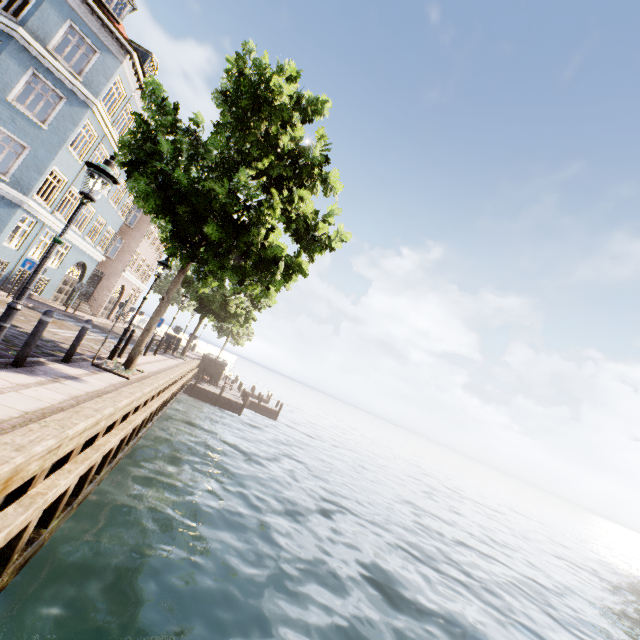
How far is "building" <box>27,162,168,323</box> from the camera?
20.1 meters

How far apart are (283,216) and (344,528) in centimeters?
1131cm

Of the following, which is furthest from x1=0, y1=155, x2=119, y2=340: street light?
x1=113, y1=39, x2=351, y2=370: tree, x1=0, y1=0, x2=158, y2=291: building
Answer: x1=0, y1=0, x2=158, y2=291: building

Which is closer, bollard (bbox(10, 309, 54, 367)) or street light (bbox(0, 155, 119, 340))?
street light (bbox(0, 155, 119, 340))

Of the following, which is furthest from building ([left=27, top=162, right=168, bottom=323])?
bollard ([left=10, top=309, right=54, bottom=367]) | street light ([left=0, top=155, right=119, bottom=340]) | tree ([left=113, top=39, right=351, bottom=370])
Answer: bollard ([left=10, top=309, right=54, bottom=367])

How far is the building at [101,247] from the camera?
20.1 meters

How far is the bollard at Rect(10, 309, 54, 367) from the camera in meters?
5.7 m

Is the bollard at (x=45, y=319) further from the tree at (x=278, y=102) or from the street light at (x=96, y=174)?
the tree at (x=278, y=102)
